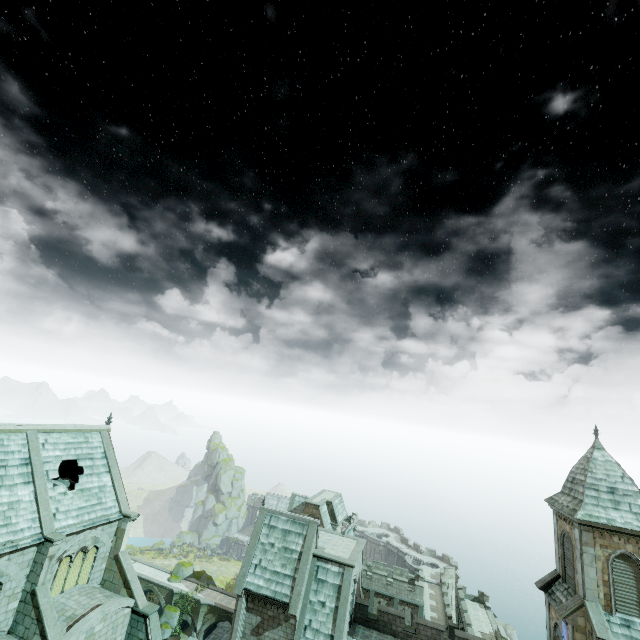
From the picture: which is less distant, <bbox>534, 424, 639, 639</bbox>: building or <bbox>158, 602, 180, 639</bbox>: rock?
<bbox>534, 424, 639, 639</bbox>: building

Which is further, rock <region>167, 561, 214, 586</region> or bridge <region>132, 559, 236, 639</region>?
rock <region>167, 561, 214, 586</region>

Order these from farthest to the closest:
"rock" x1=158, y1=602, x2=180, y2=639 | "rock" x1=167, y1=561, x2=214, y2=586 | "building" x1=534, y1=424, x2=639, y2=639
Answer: "rock" x1=167, y1=561, x2=214, y2=586 < "rock" x1=158, y1=602, x2=180, y2=639 < "building" x1=534, y1=424, x2=639, y2=639

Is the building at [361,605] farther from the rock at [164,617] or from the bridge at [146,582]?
the rock at [164,617]

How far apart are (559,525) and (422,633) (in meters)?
14.70

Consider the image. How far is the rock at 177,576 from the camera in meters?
53.6

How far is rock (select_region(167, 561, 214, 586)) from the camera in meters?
53.6 m
